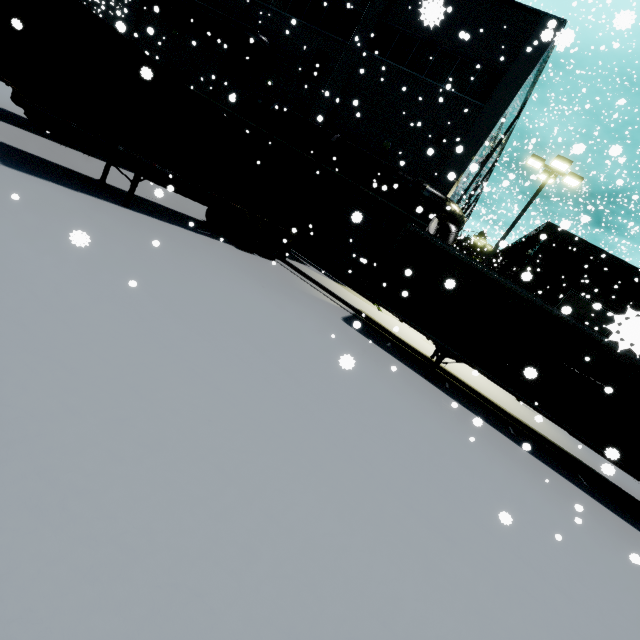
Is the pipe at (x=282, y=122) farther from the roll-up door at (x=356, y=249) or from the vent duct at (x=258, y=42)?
the vent duct at (x=258, y=42)

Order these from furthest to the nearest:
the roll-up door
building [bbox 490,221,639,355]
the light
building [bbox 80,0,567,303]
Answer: the roll-up door < building [bbox 80,0,567,303] < the light < building [bbox 490,221,639,355]

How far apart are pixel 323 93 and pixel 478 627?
21.4m

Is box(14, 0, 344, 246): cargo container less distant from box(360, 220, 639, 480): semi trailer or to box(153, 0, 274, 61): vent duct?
box(360, 220, 639, 480): semi trailer

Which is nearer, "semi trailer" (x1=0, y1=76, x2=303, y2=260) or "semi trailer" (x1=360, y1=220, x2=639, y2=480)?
"semi trailer" (x1=0, y1=76, x2=303, y2=260)

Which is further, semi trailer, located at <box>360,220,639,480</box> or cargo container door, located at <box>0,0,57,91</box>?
semi trailer, located at <box>360,220,639,480</box>

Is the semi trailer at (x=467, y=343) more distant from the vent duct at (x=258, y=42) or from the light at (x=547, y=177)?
the vent duct at (x=258, y=42)

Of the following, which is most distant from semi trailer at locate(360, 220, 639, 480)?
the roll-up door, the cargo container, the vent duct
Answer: the vent duct
